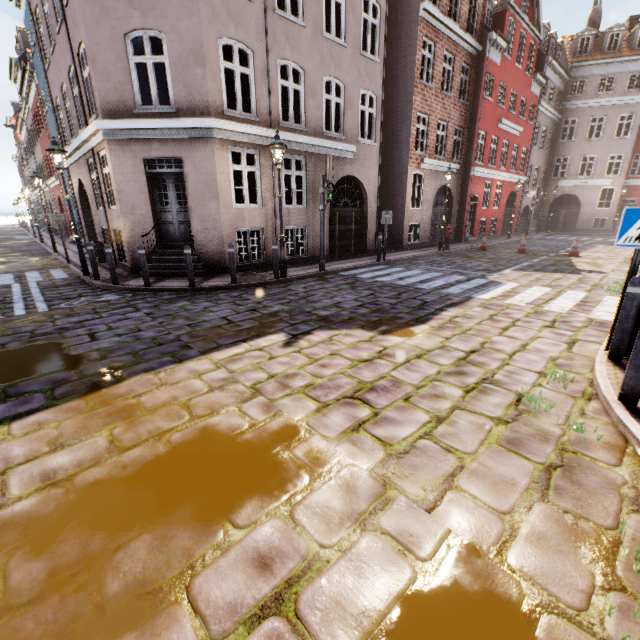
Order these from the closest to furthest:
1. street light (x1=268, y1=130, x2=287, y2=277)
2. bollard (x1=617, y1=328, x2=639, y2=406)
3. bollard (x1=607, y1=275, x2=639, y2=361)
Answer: bollard (x1=617, y1=328, x2=639, y2=406), bollard (x1=607, y1=275, x2=639, y2=361), street light (x1=268, y1=130, x2=287, y2=277)

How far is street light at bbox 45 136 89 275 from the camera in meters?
9.1 m

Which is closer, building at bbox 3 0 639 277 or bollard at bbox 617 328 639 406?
bollard at bbox 617 328 639 406

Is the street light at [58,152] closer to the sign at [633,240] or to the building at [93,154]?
the sign at [633,240]

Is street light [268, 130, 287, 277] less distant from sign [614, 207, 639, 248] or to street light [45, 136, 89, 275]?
street light [45, 136, 89, 275]

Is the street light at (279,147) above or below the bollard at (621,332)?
above

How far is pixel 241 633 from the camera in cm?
161

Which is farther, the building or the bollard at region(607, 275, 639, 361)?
the building
